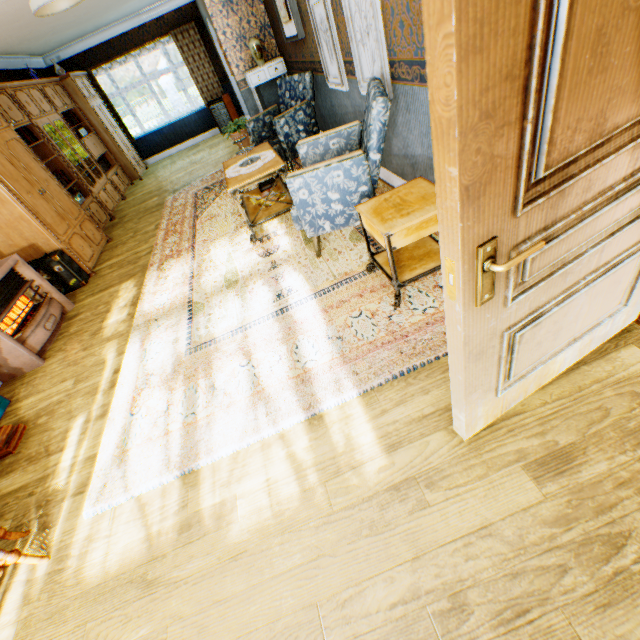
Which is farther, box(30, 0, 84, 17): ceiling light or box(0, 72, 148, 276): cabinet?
box(0, 72, 148, 276): cabinet

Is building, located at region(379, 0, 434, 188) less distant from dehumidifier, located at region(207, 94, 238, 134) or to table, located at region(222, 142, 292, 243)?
dehumidifier, located at region(207, 94, 238, 134)

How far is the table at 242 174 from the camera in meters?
3.6 m

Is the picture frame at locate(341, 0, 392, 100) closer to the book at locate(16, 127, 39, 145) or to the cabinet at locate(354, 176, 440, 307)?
the cabinet at locate(354, 176, 440, 307)

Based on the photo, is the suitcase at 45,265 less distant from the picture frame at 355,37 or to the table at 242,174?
the table at 242,174

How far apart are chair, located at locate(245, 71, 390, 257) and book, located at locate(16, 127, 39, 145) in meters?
5.0

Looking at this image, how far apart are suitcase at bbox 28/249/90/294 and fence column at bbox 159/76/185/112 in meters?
23.6

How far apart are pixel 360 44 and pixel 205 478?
4.1 meters
